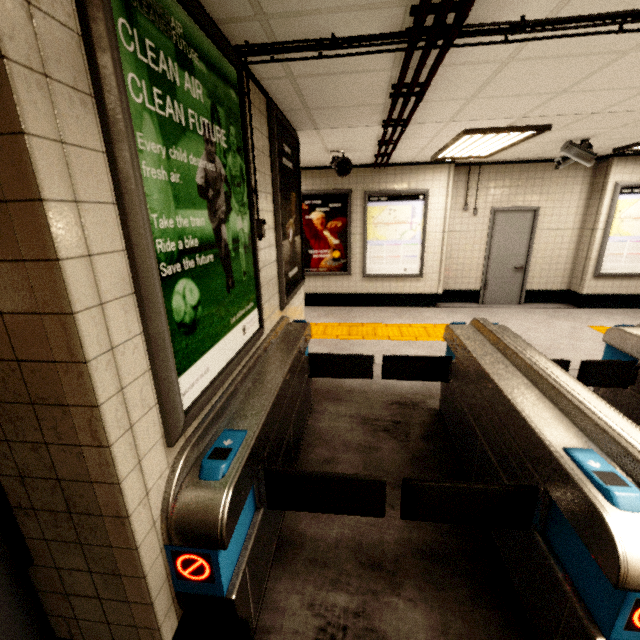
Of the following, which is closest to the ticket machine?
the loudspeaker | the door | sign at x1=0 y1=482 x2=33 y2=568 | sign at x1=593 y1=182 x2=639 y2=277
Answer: sign at x1=0 y1=482 x2=33 y2=568

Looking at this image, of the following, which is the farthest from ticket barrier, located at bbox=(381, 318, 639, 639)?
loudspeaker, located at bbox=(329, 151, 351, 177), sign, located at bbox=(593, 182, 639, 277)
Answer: sign, located at bbox=(593, 182, 639, 277)

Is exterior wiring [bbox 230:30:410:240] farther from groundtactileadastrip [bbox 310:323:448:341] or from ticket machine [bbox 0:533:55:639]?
groundtactileadastrip [bbox 310:323:448:341]

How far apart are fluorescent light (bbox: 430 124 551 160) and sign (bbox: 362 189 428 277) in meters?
0.7

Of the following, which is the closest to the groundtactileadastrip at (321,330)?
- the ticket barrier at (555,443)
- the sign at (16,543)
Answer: the ticket barrier at (555,443)

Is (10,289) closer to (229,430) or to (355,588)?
(229,430)

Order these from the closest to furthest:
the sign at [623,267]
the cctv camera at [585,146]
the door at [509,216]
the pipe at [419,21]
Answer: the pipe at [419,21], the cctv camera at [585,146], the sign at [623,267], the door at [509,216]

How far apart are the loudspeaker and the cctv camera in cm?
313
